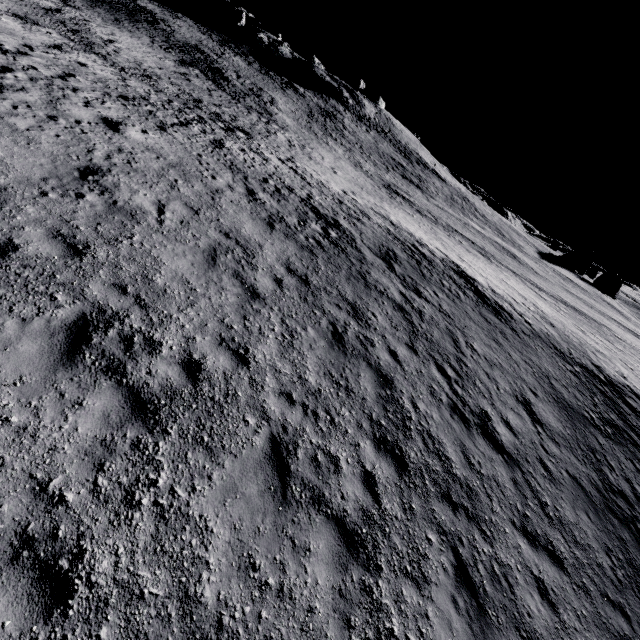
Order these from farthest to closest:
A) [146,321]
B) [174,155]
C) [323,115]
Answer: A:
1. [323,115]
2. [174,155]
3. [146,321]
